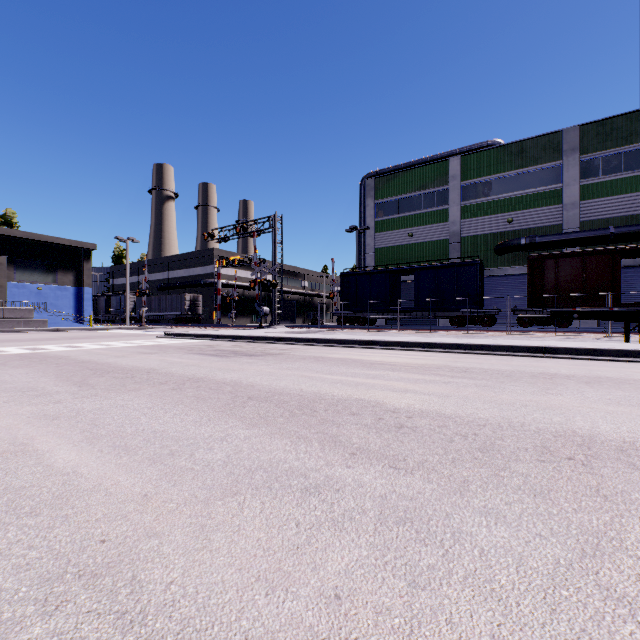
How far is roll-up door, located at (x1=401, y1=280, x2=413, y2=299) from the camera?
30.3m

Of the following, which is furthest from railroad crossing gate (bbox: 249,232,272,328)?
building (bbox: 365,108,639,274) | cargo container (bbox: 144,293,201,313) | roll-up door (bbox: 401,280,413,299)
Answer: cargo container (bbox: 144,293,201,313)

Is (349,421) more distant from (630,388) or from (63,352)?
(63,352)

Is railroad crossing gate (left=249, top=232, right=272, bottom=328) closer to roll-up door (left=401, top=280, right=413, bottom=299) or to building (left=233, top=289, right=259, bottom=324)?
building (left=233, top=289, right=259, bottom=324)

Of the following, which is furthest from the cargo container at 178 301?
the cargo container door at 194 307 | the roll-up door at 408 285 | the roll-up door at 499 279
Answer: the roll-up door at 499 279

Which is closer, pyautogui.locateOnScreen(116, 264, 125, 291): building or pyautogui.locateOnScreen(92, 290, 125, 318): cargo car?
pyautogui.locateOnScreen(92, 290, 125, 318): cargo car

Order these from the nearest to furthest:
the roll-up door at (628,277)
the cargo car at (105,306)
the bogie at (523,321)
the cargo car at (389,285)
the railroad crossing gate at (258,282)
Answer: the bogie at (523,321)
the roll-up door at (628,277)
the cargo car at (389,285)
the railroad crossing gate at (258,282)
the cargo car at (105,306)

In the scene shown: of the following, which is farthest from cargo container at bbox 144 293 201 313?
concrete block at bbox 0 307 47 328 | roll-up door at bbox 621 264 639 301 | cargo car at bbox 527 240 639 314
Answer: roll-up door at bbox 621 264 639 301
